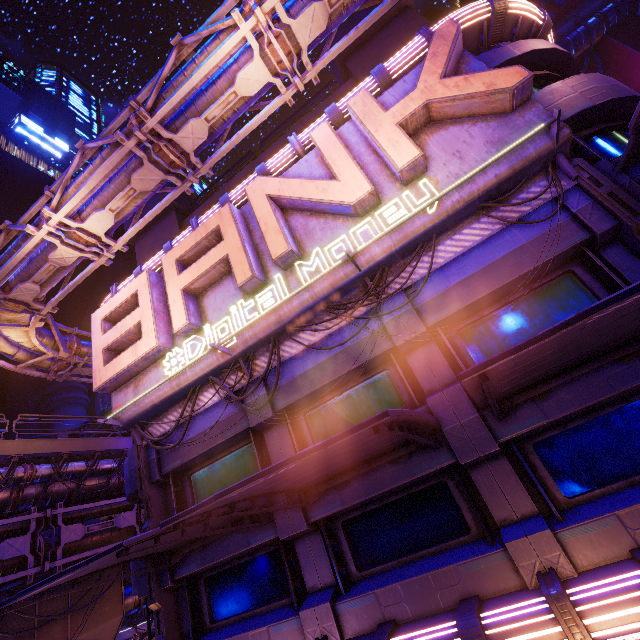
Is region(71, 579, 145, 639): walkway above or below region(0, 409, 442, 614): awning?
below

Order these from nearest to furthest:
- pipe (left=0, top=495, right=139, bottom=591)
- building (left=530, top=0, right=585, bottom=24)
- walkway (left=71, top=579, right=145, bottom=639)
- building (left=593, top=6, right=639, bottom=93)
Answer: pipe (left=0, top=495, right=139, bottom=591)
walkway (left=71, top=579, right=145, bottom=639)
building (left=593, top=6, right=639, bottom=93)
building (left=530, top=0, right=585, bottom=24)

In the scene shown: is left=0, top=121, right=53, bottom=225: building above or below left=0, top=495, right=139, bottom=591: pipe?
above

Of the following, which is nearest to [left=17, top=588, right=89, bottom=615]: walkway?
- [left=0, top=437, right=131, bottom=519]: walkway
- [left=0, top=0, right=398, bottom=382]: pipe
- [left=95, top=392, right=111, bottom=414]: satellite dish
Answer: [left=0, top=0, right=398, bottom=382]: pipe

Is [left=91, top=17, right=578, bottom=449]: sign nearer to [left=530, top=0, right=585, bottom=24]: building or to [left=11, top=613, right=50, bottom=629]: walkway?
[left=11, top=613, right=50, bottom=629]: walkway

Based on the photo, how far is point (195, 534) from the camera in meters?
6.6 m

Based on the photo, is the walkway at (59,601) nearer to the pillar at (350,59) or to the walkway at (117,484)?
the walkway at (117,484)

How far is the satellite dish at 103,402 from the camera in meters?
45.2
